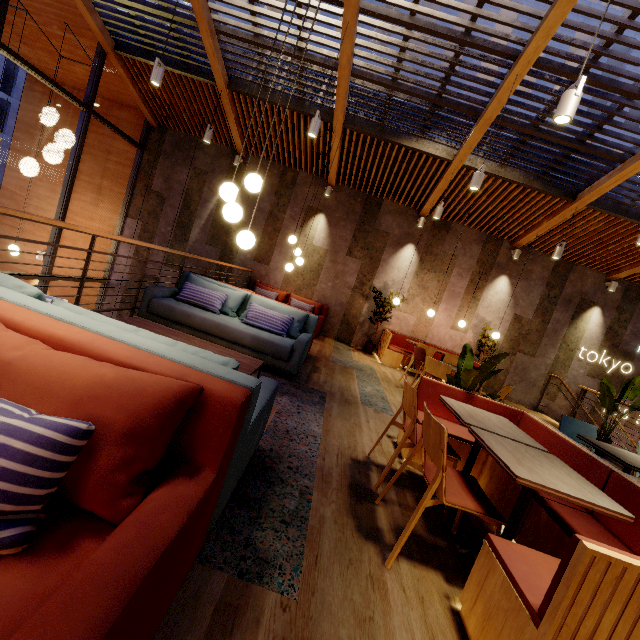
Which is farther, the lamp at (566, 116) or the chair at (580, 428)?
the chair at (580, 428)

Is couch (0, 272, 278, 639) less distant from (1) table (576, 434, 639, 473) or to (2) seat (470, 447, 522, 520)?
(2) seat (470, 447, 522, 520)

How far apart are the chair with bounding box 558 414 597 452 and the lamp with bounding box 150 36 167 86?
7.5m

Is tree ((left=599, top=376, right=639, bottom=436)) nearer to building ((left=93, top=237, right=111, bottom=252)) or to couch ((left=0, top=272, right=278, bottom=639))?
building ((left=93, top=237, right=111, bottom=252))

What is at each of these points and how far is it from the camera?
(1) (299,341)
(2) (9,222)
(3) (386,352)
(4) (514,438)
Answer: (1) couch, 4.3m
(2) building, 9.7m
(3) seat, 8.1m
(4) table, 2.4m

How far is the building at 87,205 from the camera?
9.3 meters

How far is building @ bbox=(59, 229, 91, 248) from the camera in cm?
962

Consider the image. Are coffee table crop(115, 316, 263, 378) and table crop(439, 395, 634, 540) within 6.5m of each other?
yes
